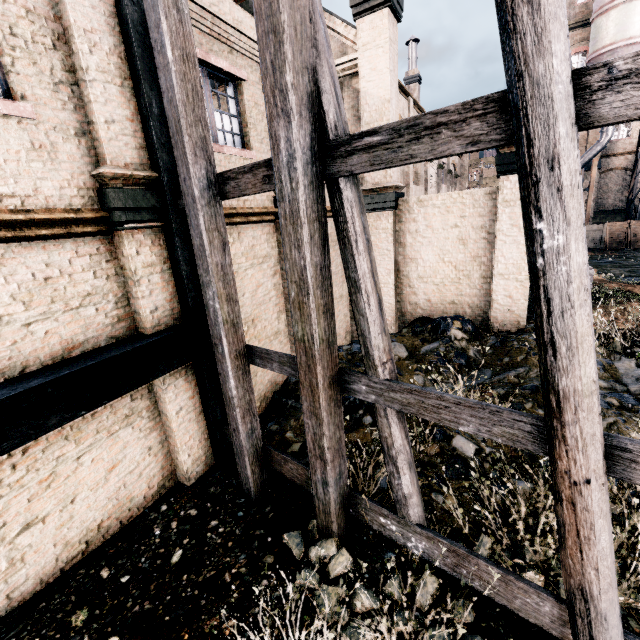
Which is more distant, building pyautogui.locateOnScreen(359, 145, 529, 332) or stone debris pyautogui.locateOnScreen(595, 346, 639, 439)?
building pyautogui.locateOnScreen(359, 145, 529, 332)

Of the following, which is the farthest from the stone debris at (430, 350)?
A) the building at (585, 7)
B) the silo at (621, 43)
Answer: the building at (585, 7)

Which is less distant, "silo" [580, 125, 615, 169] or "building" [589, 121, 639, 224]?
"silo" [580, 125, 615, 169]

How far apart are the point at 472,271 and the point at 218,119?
9.45m

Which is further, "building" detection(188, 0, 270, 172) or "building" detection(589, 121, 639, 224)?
"building" detection(589, 121, 639, 224)

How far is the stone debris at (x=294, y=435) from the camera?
7.62m

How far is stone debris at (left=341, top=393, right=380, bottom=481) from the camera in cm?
666

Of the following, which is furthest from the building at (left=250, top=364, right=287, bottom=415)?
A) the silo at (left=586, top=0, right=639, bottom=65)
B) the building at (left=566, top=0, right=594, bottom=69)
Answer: the building at (left=566, top=0, right=594, bottom=69)
